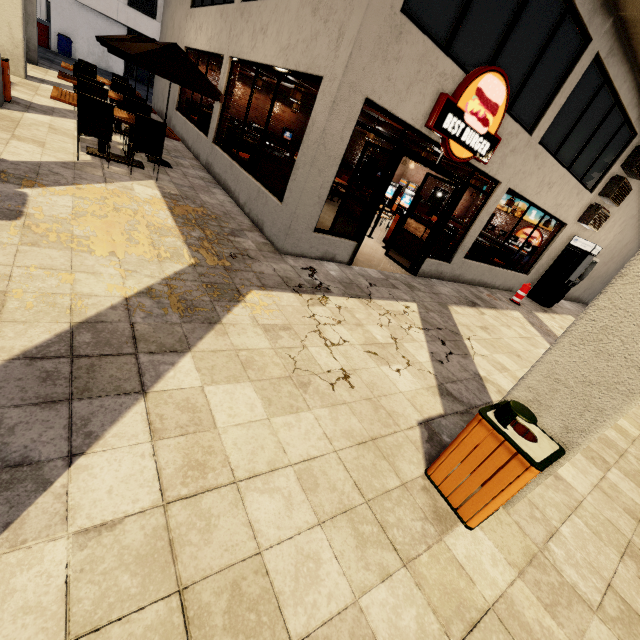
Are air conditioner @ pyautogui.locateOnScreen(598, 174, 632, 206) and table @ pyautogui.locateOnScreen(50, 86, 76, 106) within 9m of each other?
no

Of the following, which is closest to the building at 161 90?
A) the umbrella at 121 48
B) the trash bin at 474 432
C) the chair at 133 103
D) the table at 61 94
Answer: the trash bin at 474 432

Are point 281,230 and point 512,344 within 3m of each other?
no

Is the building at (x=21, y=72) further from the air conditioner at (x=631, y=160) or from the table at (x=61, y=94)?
the table at (x=61, y=94)

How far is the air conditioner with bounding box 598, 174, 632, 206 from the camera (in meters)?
10.04

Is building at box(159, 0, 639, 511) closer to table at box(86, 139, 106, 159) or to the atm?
the atm

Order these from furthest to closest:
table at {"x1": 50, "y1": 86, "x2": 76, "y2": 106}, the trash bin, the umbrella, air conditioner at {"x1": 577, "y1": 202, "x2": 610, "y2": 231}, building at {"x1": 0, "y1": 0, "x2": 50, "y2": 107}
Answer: air conditioner at {"x1": 577, "y1": 202, "x2": 610, "y2": 231}, building at {"x1": 0, "y1": 0, "x2": 50, "y2": 107}, the umbrella, table at {"x1": 50, "y1": 86, "x2": 76, "y2": 106}, the trash bin

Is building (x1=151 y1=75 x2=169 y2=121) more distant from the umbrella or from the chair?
the chair
